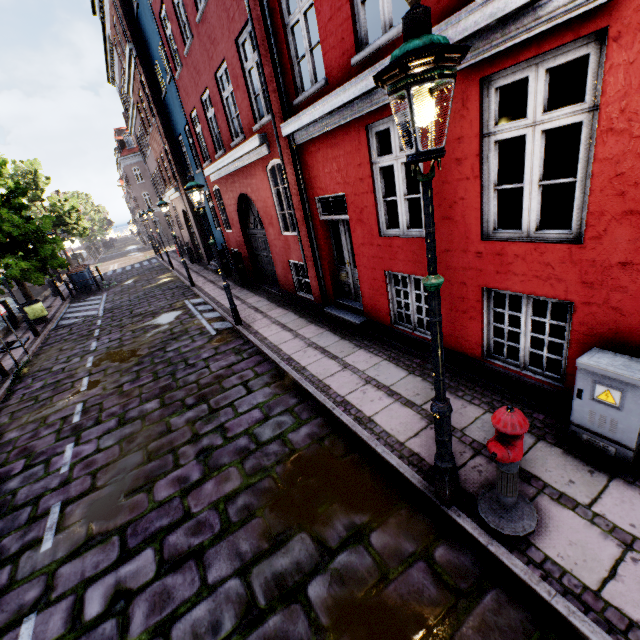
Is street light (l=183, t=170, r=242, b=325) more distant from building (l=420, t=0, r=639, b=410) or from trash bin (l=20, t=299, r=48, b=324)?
trash bin (l=20, t=299, r=48, b=324)

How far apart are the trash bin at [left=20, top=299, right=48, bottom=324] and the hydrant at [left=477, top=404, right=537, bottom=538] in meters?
17.4

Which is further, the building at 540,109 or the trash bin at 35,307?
the trash bin at 35,307

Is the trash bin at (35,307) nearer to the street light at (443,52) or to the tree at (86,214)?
the tree at (86,214)

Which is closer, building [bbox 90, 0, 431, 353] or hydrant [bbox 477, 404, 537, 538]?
hydrant [bbox 477, 404, 537, 538]

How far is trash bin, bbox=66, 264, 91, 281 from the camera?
18.9 meters

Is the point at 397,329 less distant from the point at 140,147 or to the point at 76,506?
the point at 76,506

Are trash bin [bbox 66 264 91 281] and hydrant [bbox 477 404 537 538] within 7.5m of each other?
no
